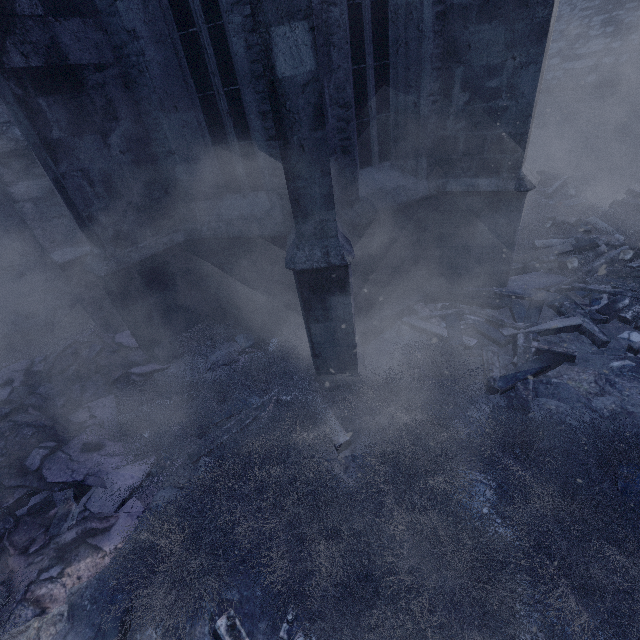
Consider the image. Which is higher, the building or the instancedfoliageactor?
the building

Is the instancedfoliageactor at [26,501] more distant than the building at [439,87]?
No

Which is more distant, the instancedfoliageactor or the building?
the building

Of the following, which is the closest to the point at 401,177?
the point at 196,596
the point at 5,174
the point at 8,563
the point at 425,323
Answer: the point at 425,323

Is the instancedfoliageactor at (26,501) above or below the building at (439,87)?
below
